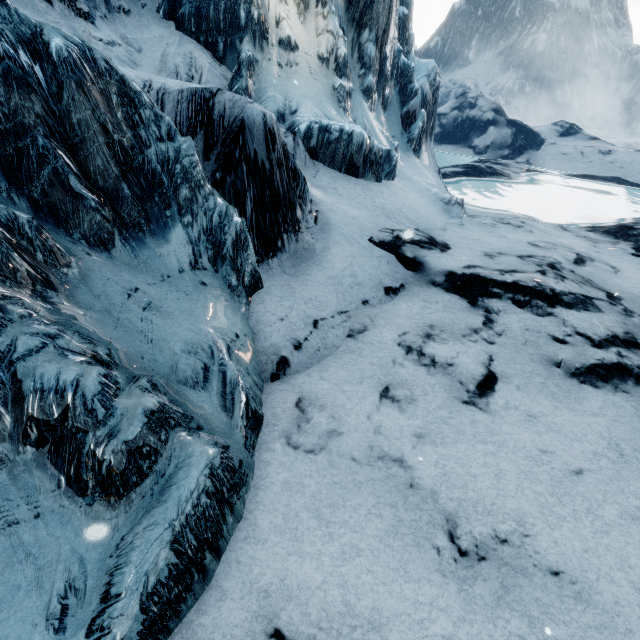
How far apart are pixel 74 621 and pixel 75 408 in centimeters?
149cm
